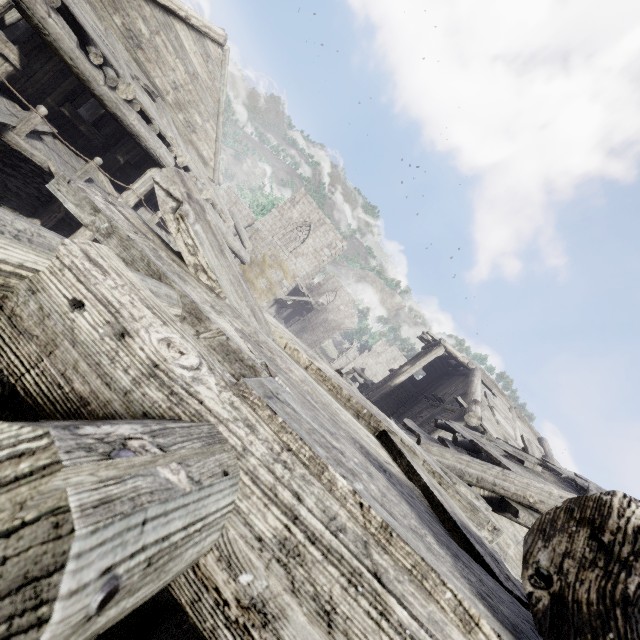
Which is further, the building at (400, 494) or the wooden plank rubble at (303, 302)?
the wooden plank rubble at (303, 302)

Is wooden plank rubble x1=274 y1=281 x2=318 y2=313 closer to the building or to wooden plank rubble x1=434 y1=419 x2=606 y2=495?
the building

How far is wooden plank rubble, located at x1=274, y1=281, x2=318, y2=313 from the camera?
26.3 meters

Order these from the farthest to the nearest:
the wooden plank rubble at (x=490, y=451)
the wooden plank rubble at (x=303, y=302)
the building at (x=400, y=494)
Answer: the wooden plank rubble at (x=303, y=302), the wooden plank rubble at (x=490, y=451), the building at (x=400, y=494)

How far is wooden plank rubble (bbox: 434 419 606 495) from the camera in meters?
6.1

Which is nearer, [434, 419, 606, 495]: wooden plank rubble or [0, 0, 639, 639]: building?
[0, 0, 639, 639]: building

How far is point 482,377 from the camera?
17.44m
